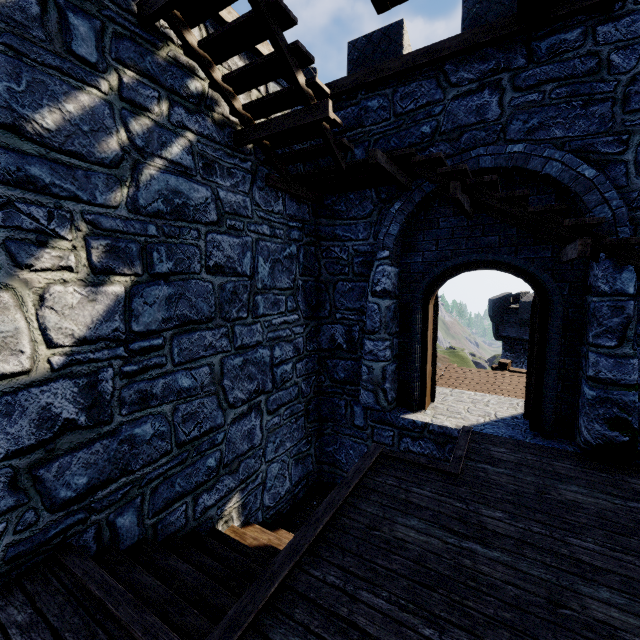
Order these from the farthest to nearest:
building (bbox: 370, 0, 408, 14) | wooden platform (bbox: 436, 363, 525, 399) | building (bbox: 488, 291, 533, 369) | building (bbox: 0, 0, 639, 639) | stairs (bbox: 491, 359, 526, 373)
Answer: building (bbox: 488, 291, 533, 369)
stairs (bbox: 491, 359, 526, 373)
wooden platform (bbox: 436, 363, 525, 399)
building (bbox: 370, 0, 408, 14)
building (bbox: 0, 0, 639, 639)

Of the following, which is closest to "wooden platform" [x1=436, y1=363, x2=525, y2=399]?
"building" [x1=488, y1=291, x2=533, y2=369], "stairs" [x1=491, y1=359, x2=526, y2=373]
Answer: "stairs" [x1=491, y1=359, x2=526, y2=373]

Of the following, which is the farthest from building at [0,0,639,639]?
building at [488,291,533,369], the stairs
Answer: building at [488,291,533,369]

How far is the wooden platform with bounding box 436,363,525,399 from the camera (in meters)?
7.12

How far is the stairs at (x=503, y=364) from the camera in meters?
8.8 m

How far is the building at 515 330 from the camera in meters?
21.7 m

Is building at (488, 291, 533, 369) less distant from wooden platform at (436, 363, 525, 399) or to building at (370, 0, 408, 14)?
wooden platform at (436, 363, 525, 399)

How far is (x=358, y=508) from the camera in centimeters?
352cm
